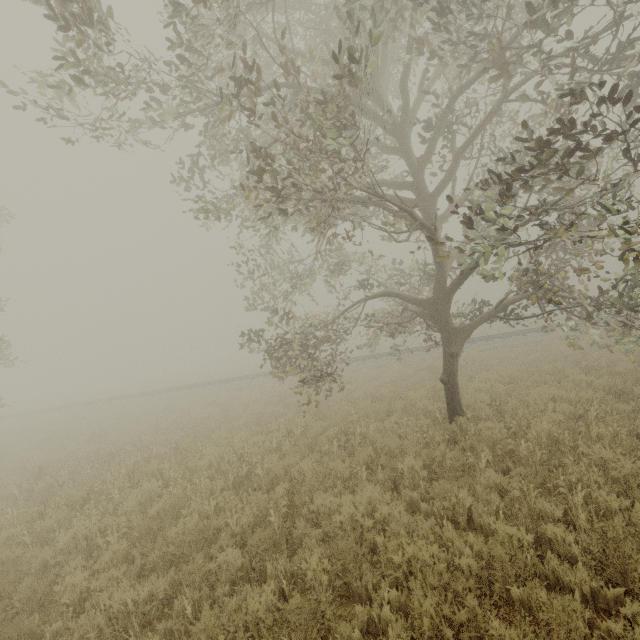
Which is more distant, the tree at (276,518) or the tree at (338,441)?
the tree at (338,441)

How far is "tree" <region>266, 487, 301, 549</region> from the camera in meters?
5.0

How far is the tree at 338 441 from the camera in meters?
6.5 m

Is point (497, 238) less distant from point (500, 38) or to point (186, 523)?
point (500, 38)

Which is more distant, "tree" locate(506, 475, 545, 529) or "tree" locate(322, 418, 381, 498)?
"tree" locate(322, 418, 381, 498)
